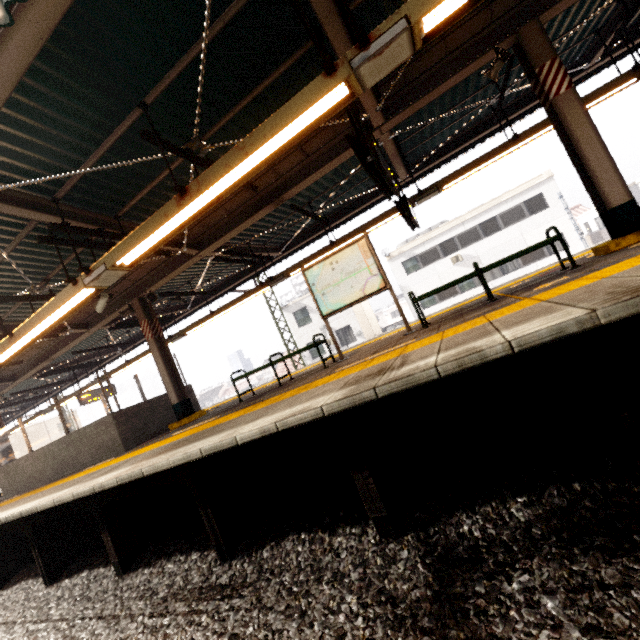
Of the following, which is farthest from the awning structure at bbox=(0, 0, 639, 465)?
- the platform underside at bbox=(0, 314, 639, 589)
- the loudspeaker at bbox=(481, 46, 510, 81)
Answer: the platform underside at bbox=(0, 314, 639, 589)

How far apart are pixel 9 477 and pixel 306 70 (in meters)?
13.79

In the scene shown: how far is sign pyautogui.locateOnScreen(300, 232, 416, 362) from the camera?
6.0 meters

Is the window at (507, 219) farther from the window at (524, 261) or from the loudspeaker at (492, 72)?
the loudspeaker at (492, 72)

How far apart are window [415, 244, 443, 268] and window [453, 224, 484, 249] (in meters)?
1.05

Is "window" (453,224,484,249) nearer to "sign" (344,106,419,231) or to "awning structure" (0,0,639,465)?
"awning structure" (0,0,639,465)

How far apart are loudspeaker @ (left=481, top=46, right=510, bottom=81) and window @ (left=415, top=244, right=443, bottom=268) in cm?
1997

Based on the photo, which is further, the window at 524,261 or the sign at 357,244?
the window at 524,261
